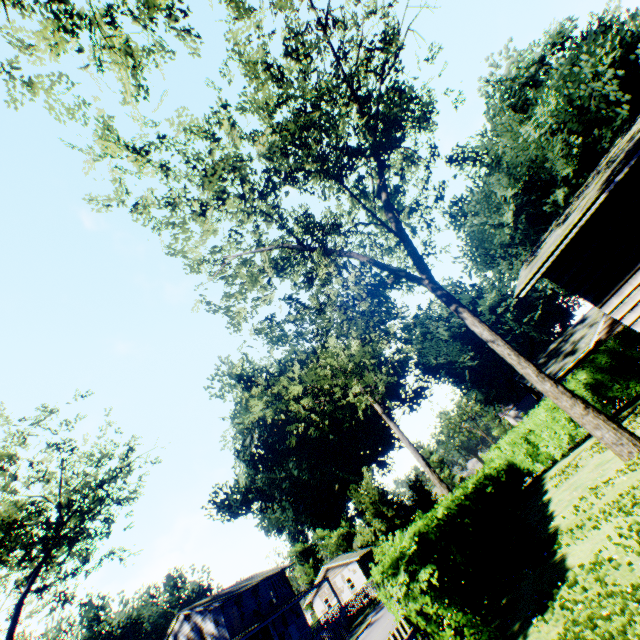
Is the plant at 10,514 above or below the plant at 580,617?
above

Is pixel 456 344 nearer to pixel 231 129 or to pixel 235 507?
pixel 235 507

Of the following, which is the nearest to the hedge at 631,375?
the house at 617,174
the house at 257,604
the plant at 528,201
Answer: the plant at 528,201

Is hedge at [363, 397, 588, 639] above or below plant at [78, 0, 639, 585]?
below

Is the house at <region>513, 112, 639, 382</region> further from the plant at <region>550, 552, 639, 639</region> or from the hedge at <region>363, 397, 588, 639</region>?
the hedge at <region>363, 397, 588, 639</region>

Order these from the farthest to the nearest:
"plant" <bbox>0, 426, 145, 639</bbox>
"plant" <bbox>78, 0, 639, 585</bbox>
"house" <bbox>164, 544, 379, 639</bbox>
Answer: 1. "house" <bbox>164, 544, 379, 639</bbox>
2. "plant" <bbox>0, 426, 145, 639</bbox>
3. "plant" <bbox>78, 0, 639, 585</bbox>

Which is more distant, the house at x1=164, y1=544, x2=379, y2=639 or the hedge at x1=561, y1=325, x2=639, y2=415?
the house at x1=164, y1=544, x2=379, y2=639

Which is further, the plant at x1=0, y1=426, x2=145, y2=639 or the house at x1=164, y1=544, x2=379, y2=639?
the house at x1=164, y1=544, x2=379, y2=639
